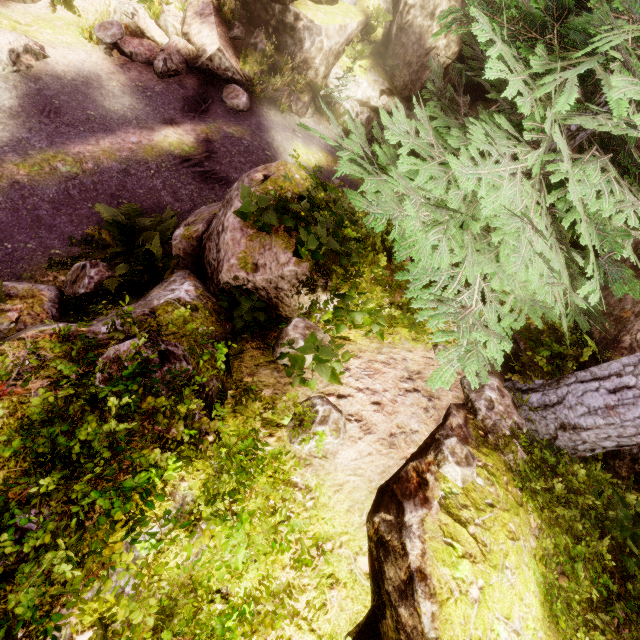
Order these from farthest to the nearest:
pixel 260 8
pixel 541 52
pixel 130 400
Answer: pixel 260 8 < pixel 541 52 < pixel 130 400

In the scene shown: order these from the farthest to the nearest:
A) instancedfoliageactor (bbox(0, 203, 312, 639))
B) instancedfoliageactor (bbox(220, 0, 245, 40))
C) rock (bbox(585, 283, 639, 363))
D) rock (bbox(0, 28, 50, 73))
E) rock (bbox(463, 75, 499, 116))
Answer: rock (bbox(463, 75, 499, 116)) → instancedfoliageactor (bbox(220, 0, 245, 40)) → rock (bbox(0, 28, 50, 73)) → rock (bbox(585, 283, 639, 363)) → instancedfoliageactor (bbox(0, 203, 312, 639))

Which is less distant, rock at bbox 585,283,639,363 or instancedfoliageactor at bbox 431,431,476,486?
instancedfoliageactor at bbox 431,431,476,486

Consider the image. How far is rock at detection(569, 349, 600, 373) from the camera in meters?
4.4

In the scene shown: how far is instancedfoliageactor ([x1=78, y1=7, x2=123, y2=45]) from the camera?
9.8m

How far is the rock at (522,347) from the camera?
4.5 meters

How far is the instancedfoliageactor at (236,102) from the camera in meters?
11.2

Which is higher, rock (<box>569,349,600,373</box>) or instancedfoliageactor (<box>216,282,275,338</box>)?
rock (<box>569,349,600,373</box>)
